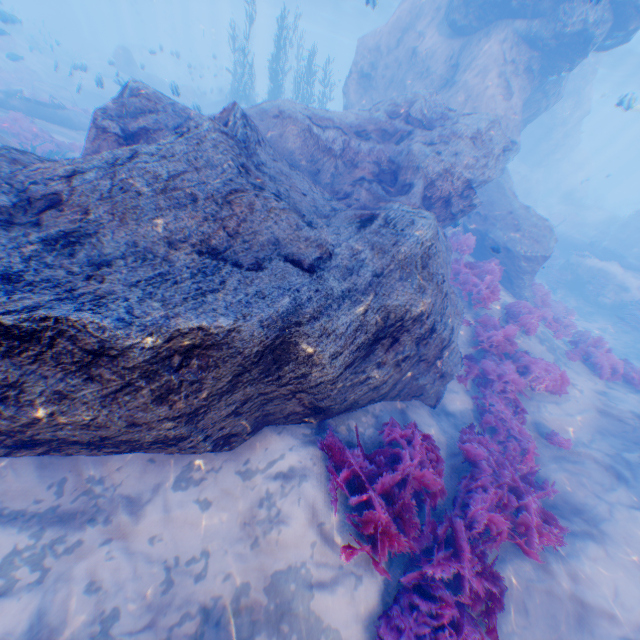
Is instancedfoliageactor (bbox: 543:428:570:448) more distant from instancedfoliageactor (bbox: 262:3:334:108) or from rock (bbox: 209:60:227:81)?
instancedfoliageactor (bbox: 262:3:334:108)

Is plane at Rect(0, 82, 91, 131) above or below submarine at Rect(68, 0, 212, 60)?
below

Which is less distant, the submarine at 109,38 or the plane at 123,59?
the plane at 123,59

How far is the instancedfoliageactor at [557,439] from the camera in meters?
7.2

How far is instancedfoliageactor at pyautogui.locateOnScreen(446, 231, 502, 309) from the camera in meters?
9.9 m

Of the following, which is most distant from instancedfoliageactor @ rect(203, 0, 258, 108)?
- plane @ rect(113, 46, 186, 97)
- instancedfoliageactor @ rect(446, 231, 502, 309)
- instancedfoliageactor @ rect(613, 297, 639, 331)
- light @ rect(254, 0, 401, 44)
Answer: instancedfoliageactor @ rect(613, 297, 639, 331)

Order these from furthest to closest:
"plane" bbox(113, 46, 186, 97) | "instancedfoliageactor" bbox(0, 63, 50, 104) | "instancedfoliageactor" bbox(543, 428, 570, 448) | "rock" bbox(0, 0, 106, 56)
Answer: "rock" bbox(0, 0, 106, 56) < "instancedfoliageactor" bbox(0, 63, 50, 104) < "plane" bbox(113, 46, 186, 97) < "instancedfoliageactor" bbox(543, 428, 570, 448)

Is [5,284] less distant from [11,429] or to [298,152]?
[11,429]
